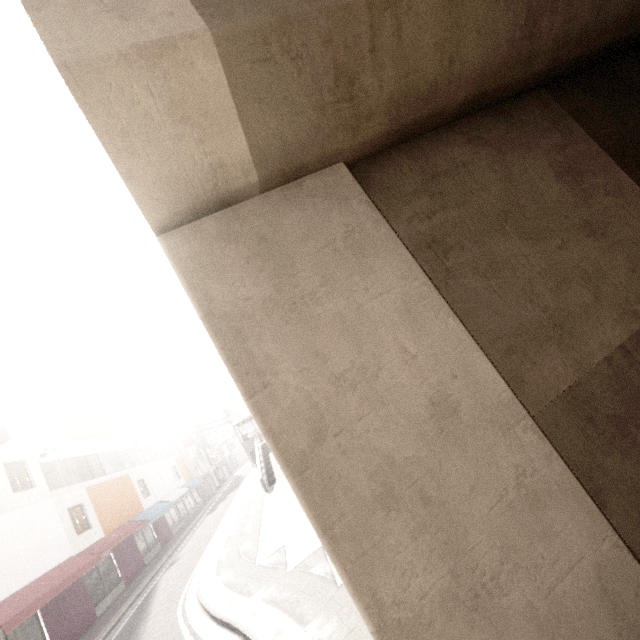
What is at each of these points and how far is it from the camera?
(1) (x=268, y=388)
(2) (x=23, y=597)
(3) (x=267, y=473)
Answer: (1) concrete pillar, 2.5m
(2) awning, 11.8m
(3) ramp, 24.0m

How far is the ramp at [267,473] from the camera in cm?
2036

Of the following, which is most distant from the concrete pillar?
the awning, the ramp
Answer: the awning

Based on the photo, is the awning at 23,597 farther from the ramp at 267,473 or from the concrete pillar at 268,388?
the concrete pillar at 268,388

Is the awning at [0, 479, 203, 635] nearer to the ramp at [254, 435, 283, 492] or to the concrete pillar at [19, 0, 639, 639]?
the ramp at [254, 435, 283, 492]

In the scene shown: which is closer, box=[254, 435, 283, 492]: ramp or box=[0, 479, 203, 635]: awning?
box=[0, 479, 203, 635]: awning
